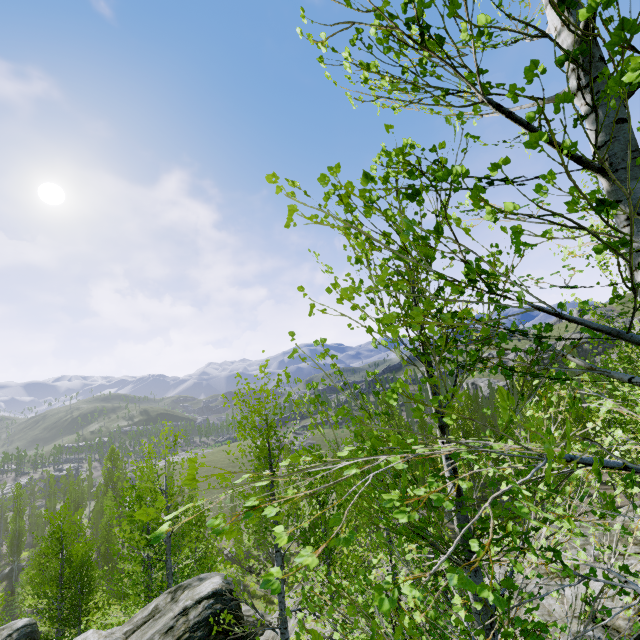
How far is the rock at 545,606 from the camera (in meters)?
9.22

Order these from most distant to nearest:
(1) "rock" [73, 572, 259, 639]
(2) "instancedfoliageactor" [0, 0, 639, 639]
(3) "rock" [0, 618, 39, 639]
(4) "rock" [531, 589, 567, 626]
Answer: (3) "rock" [0, 618, 39, 639], (4) "rock" [531, 589, 567, 626], (1) "rock" [73, 572, 259, 639], (2) "instancedfoliageactor" [0, 0, 639, 639]

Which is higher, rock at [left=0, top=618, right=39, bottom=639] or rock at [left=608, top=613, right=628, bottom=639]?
rock at [left=608, top=613, right=628, bottom=639]

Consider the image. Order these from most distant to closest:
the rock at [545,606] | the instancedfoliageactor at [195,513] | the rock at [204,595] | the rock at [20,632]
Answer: the rock at [20,632]
the rock at [545,606]
the rock at [204,595]
the instancedfoliageactor at [195,513]

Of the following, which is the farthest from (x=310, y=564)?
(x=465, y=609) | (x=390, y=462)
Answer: (x=390, y=462)
